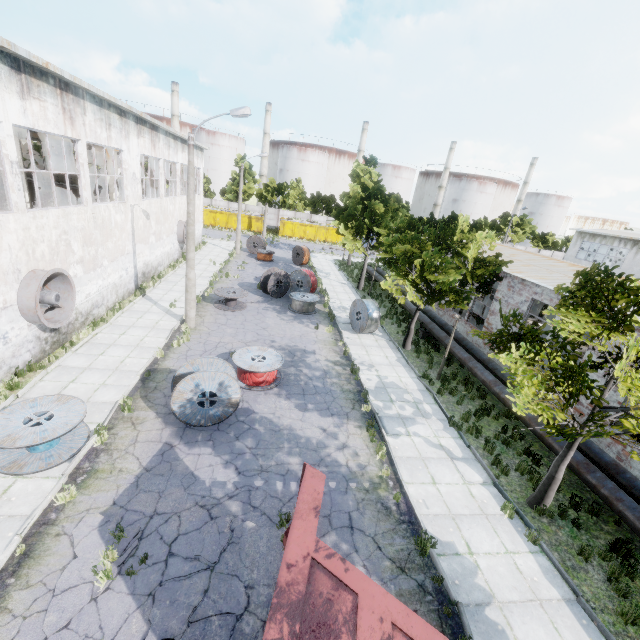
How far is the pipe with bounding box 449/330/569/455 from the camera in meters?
10.7

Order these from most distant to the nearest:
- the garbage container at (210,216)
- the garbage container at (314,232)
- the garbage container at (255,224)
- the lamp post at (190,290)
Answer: the garbage container at (314,232)
the garbage container at (255,224)
the garbage container at (210,216)
the lamp post at (190,290)

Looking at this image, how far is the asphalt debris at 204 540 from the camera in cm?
682

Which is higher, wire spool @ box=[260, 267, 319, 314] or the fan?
the fan

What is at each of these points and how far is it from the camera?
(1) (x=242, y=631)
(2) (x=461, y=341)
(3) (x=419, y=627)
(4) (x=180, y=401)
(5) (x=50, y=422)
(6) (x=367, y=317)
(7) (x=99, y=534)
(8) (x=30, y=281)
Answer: (1) asphalt debris, 5.75m
(2) pipe, 17.62m
(3) truck dump body, 3.61m
(4) wire spool, 9.63m
(5) wire spool, 8.41m
(6) wire spool, 18.27m
(7) asphalt debris, 6.86m
(8) fan, 10.88m

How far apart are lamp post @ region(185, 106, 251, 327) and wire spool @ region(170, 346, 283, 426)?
6.73m

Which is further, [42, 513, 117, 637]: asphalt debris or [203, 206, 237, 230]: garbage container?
[203, 206, 237, 230]: garbage container

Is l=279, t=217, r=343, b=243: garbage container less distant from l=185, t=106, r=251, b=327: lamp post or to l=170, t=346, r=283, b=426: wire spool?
l=185, t=106, r=251, b=327: lamp post
